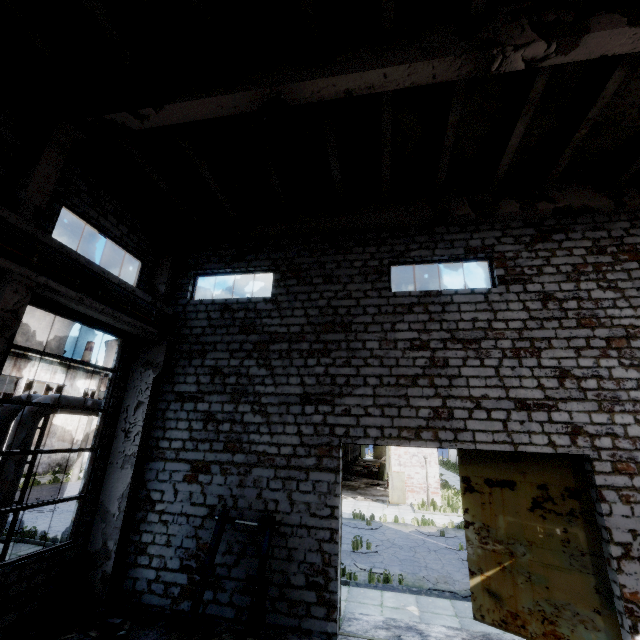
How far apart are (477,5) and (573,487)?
9.73m

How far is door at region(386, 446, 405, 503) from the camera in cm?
2255

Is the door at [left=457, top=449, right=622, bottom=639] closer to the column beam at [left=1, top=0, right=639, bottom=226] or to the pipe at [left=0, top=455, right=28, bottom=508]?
the column beam at [left=1, top=0, right=639, bottom=226]

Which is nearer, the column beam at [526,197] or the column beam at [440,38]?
the column beam at [440,38]

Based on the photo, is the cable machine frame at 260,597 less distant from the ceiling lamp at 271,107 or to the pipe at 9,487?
the pipe at 9,487

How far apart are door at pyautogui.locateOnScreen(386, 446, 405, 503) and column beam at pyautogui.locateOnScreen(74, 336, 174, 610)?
17.3m

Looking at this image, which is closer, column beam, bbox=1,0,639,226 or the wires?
column beam, bbox=1,0,639,226

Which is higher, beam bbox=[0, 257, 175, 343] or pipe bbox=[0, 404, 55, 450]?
beam bbox=[0, 257, 175, 343]
